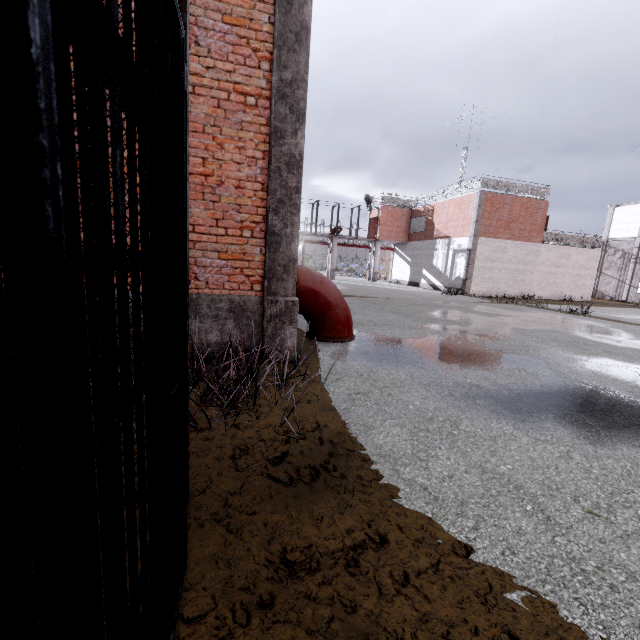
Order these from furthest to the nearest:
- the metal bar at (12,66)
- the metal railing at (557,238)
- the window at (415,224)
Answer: the window at (415,224), the metal railing at (557,238), the metal bar at (12,66)

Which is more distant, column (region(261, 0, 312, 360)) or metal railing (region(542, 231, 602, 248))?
metal railing (region(542, 231, 602, 248))

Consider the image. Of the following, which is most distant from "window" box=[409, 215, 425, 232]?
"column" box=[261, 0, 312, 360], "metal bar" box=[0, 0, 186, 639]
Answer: "metal bar" box=[0, 0, 186, 639]

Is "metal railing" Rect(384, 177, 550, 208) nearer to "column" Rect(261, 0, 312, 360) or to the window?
the window

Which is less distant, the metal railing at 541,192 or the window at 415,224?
the metal railing at 541,192

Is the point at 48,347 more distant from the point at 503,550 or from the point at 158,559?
the point at 503,550

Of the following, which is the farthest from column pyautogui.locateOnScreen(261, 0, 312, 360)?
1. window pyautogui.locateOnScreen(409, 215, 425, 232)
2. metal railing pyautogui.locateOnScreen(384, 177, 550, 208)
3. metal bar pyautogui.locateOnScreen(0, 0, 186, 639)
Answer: window pyautogui.locateOnScreen(409, 215, 425, 232)

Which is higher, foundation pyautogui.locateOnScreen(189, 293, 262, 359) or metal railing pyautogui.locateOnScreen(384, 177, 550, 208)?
metal railing pyautogui.locateOnScreen(384, 177, 550, 208)
